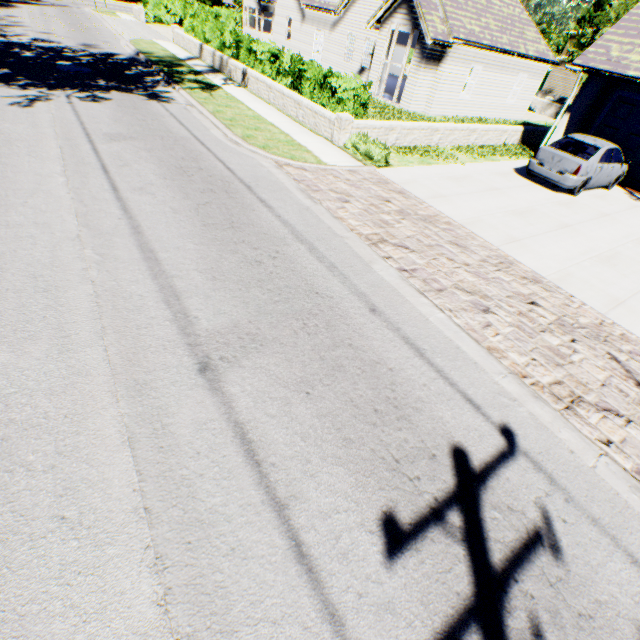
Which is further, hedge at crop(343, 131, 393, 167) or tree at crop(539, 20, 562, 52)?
tree at crop(539, 20, 562, 52)

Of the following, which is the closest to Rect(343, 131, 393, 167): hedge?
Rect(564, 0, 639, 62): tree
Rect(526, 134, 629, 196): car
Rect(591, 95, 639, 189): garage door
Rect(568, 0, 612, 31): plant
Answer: Rect(526, 134, 629, 196): car

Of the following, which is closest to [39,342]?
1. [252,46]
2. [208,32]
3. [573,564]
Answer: [573,564]

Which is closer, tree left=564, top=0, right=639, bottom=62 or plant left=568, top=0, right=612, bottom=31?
tree left=564, top=0, right=639, bottom=62

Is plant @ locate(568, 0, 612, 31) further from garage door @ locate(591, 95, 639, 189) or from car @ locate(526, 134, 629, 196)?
car @ locate(526, 134, 629, 196)

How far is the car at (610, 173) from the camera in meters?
10.9

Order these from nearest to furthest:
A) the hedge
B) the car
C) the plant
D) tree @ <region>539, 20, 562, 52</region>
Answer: the hedge → the car → tree @ <region>539, 20, 562, 52</region> → the plant

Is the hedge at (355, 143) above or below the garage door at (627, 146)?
below
